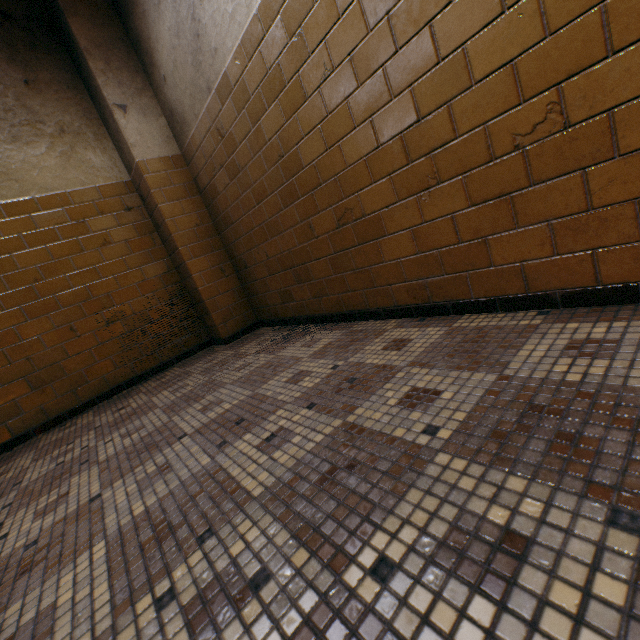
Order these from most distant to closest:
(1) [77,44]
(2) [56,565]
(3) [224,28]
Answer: (1) [77,44]
(3) [224,28]
(2) [56,565]
